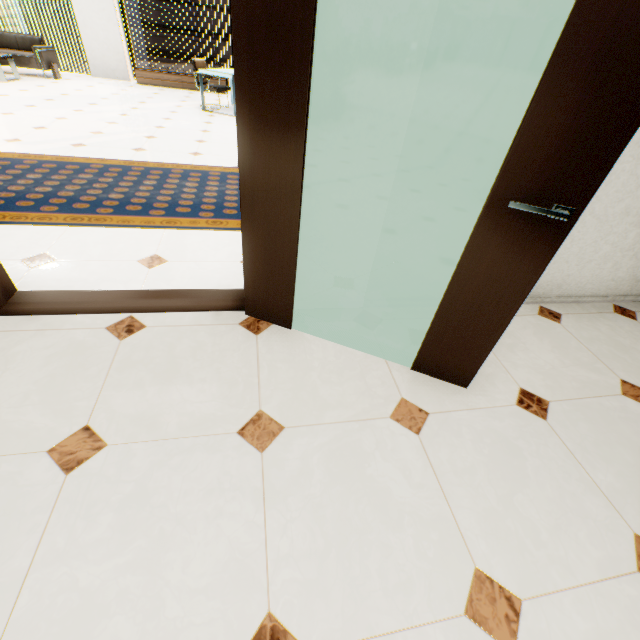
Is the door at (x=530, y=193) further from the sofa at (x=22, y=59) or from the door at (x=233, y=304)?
the sofa at (x=22, y=59)

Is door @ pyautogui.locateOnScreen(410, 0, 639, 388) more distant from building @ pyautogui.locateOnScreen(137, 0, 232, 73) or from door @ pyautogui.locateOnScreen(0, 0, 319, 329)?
building @ pyautogui.locateOnScreen(137, 0, 232, 73)

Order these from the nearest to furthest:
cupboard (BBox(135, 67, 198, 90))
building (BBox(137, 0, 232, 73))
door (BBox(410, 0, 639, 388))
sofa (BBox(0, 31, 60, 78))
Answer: door (BBox(410, 0, 639, 388)), sofa (BBox(0, 31, 60, 78)), cupboard (BBox(135, 67, 198, 90)), building (BBox(137, 0, 232, 73))

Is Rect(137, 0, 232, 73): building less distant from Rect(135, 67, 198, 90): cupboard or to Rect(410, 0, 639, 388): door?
Rect(135, 67, 198, 90): cupboard

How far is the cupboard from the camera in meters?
8.9 m

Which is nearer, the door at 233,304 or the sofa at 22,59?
the door at 233,304

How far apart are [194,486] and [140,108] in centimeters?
800cm
